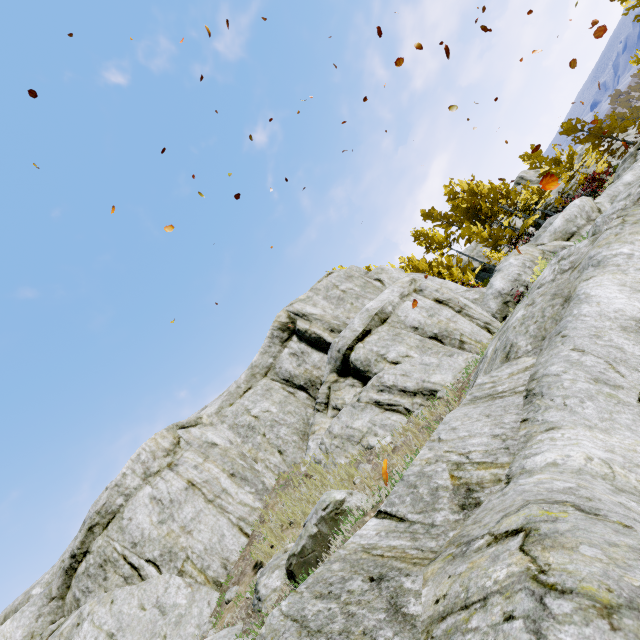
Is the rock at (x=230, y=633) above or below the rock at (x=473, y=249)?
below

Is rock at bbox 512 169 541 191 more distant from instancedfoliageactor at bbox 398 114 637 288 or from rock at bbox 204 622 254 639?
rock at bbox 204 622 254 639

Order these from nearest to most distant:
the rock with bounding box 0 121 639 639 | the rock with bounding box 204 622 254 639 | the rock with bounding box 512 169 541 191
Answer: the rock with bounding box 0 121 639 639, the rock with bounding box 204 622 254 639, the rock with bounding box 512 169 541 191

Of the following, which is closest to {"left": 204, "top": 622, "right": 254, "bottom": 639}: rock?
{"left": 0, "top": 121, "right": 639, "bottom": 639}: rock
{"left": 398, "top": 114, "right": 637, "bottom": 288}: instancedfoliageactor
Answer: {"left": 0, "top": 121, "right": 639, "bottom": 639}: rock

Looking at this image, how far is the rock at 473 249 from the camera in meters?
33.0 m

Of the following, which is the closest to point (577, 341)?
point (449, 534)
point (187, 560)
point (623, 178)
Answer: point (449, 534)

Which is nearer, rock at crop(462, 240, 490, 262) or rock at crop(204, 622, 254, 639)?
rock at crop(204, 622, 254, 639)
